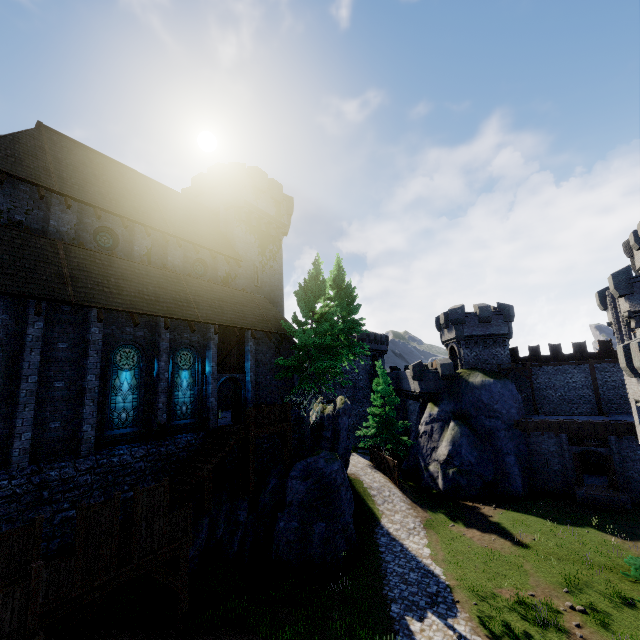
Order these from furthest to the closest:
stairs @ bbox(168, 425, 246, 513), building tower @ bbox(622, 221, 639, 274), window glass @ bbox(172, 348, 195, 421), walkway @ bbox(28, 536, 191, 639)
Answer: building tower @ bbox(622, 221, 639, 274) → window glass @ bbox(172, 348, 195, 421) → stairs @ bbox(168, 425, 246, 513) → walkway @ bbox(28, 536, 191, 639)

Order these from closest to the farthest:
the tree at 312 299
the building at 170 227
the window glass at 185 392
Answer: the building at 170 227 → the window glass at 185 392 → the tree at 312 299

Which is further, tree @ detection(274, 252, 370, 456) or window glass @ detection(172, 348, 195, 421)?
tree @ detection(274, 252, 370, 456)

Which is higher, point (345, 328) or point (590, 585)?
point (345, 328)

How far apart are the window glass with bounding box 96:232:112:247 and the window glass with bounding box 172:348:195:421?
6.90m

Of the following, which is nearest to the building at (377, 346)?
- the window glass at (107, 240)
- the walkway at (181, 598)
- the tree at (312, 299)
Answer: the tree at (312, 299)

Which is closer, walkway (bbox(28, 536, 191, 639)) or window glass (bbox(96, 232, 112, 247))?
walkway (bbox(28, 536, 191, 639))

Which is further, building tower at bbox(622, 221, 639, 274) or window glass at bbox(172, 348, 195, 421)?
building tower at bbox(622, 221, 639, 274)
